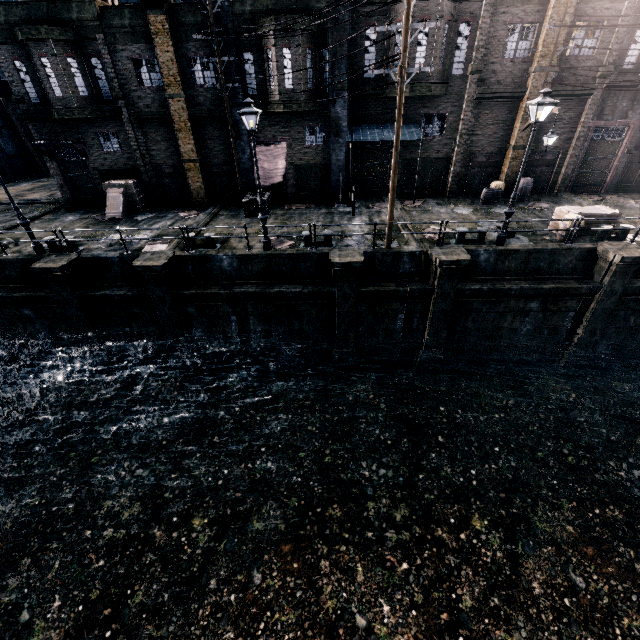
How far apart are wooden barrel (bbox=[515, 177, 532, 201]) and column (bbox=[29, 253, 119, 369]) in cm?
2564

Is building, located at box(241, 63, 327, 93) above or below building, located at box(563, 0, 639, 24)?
below

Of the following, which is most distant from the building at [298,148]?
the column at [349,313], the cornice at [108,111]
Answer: the column at [349,313]

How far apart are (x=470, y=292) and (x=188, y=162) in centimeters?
1851cm

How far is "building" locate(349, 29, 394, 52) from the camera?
17.83m

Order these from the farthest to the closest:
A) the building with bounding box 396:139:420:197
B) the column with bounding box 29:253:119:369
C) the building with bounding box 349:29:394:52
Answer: the building with bounding box 396:139:420:197
the building with bounding box 349:29:394:52
the column with bounding box 29:253:119:369

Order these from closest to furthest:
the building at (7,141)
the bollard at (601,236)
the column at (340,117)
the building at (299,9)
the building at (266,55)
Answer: the bollard at (601,236), the building at (299,9), the building at (266,55), the column at (340,117), the building at (7,141)

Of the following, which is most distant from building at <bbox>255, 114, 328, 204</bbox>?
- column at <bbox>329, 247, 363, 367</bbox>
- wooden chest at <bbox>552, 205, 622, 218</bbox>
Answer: wooden chest at <bbox>552, 205, 622, 218</bbox>
